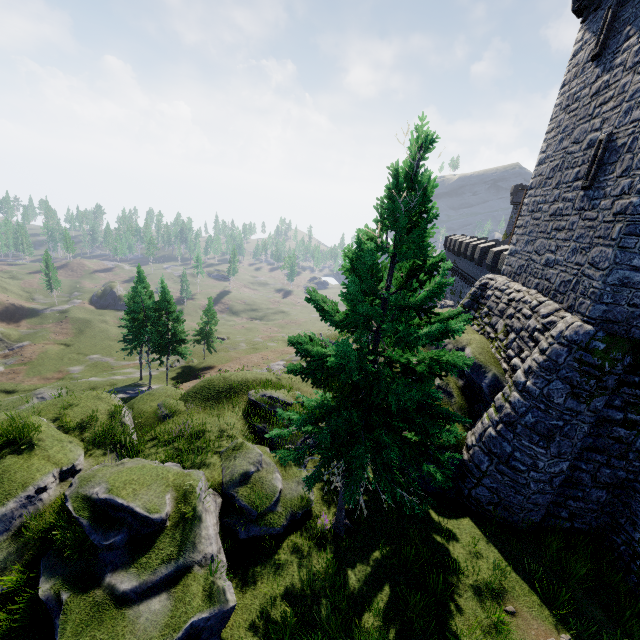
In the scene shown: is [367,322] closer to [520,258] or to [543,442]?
[543,442]

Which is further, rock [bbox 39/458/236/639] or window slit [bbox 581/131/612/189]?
window slit [bbox 581/131/612/189]

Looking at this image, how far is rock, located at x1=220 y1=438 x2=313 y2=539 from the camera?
11.01m

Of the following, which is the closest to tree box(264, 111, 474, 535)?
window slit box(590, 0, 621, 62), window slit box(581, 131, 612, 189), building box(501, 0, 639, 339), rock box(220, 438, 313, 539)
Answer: rock box(220, 438, 313, 539)

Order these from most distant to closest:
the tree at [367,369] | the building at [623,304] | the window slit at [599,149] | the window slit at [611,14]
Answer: the window slit at [611,14], the window slit at [599,149], the building at [623,304], the tree at [367,369]

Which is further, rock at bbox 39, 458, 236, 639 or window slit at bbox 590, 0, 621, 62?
window slit at bbox 590, 0, 621, 62

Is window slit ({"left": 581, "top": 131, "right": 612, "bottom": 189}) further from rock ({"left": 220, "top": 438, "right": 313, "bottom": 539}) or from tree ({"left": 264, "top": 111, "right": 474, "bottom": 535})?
rock ({"left": 220, "top": 438, "right": 313, "bottom": 539})

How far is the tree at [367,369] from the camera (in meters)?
7.34
